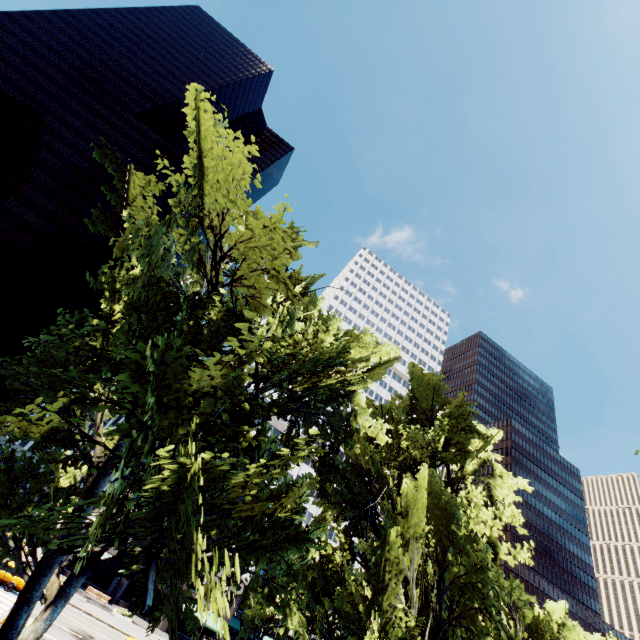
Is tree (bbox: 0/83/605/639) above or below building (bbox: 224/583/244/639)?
above

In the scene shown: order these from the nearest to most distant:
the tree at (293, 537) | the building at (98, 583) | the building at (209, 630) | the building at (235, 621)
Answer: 1. the tree at (293, 537)
2. the building at (98, 583)
3. the building at (209, 630)
4. the building at (235, 621)

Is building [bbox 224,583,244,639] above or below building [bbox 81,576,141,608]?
above

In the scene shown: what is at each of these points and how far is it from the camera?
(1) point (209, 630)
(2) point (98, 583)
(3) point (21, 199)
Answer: (1) building, 45.2m
(2) building, 42.3m
(3) building, 55.6m

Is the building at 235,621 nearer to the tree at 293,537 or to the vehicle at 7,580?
the tree at 293,537

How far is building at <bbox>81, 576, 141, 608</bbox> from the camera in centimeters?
4200cm

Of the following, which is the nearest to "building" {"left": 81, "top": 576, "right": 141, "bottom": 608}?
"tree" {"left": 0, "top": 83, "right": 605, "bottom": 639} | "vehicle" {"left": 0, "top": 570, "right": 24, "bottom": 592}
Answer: "tree" {"left": 0, "top": 83, "right": 605, "bottom": 639}

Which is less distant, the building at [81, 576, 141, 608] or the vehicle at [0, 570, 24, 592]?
the vehicle at [0, 570, 24, 592]
